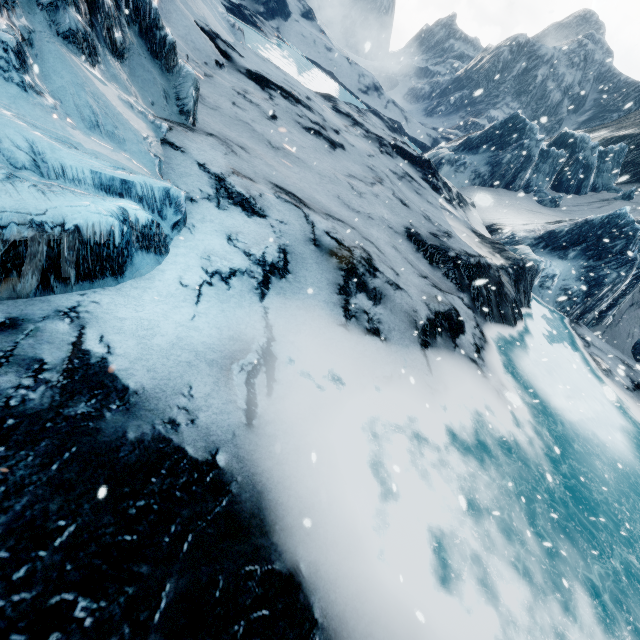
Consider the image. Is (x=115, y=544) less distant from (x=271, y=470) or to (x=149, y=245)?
(x=271, y=470)
